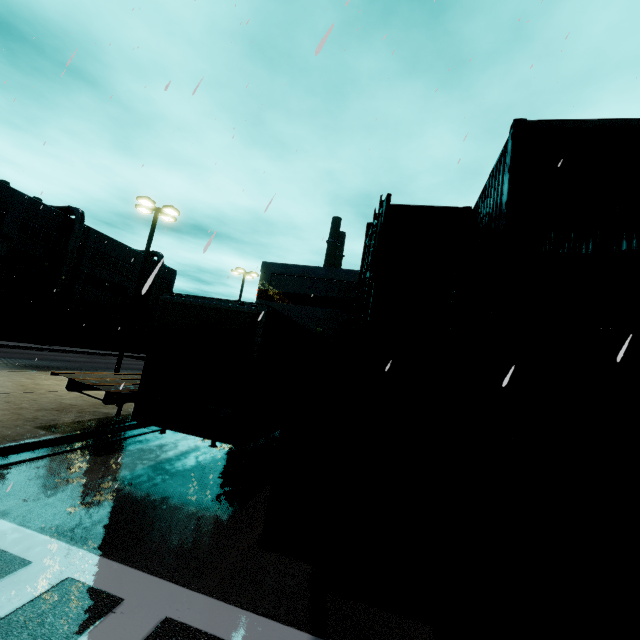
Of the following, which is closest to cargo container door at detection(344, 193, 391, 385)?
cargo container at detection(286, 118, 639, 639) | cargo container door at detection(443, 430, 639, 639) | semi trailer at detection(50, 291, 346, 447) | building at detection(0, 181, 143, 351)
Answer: cargo container at detection(286, 118, 639, 639)

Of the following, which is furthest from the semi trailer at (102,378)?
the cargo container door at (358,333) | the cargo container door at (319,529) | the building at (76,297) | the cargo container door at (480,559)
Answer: the cargo container door at (480,559)

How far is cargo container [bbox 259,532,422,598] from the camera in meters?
4.7

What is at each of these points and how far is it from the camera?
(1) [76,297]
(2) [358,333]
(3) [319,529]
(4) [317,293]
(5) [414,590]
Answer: (1) building, 39.06m
(2) cargo container door, 4.55m
(3) cargo container door, 5.11m
(4) building, 26.83m
(5) cargo container, 4.70m

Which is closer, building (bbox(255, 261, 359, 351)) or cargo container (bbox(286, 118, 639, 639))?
cargo container (bbox(286, 118, 639, 639))

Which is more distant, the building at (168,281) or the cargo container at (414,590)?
the building at (168,281)

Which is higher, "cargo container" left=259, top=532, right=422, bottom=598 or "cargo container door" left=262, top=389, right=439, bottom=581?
"cargo container door" left=262, top=389, right=439, bottom=581

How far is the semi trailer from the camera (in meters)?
6.46
